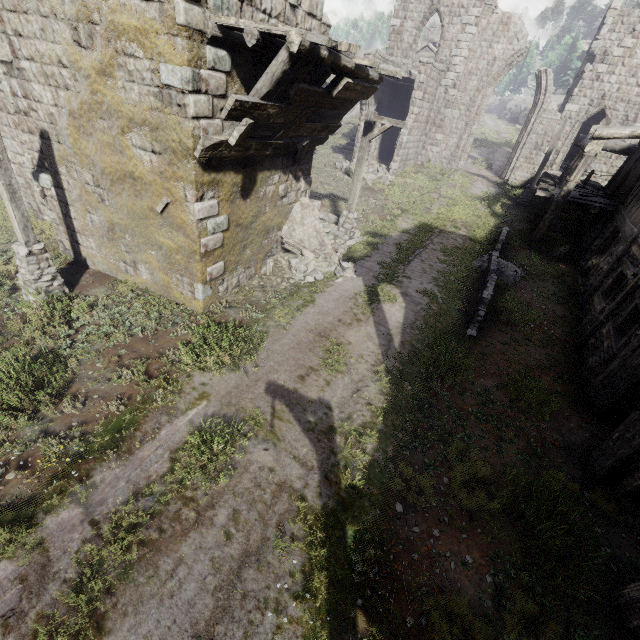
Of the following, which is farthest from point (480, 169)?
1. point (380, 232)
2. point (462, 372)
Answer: Result: point (462, 372)

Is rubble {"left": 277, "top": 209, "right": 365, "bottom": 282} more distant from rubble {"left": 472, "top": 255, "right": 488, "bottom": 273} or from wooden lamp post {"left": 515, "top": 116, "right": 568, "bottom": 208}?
wooden lamp post {"left": 515, "top": 116, "right": 568, "bottom": 208}

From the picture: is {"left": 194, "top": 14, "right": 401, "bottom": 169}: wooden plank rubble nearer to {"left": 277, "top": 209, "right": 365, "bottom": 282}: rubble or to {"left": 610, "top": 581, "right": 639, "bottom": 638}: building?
{"left": 610, "top": 581, "right": 639, "bottom": 638}: building

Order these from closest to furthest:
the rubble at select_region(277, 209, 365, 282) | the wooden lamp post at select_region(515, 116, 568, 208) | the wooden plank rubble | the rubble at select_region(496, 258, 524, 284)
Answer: the wooden plank rubble
the rubble at select_region(277, 209, 365, 282)
the rubble at select_region(496, 258, 524, 284)
the wooden lamp post at select_region(515, 116, 568, 208)

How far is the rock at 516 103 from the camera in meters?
52.2 m

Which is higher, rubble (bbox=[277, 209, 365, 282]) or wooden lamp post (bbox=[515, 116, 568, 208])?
wooden lamp post (bbox=[515, 116, 568, 208])

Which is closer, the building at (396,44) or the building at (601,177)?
the building at (601,177)

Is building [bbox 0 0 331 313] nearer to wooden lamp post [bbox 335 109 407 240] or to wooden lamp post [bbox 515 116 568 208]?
wooden lamp post [bbox 515 116 568 208]
